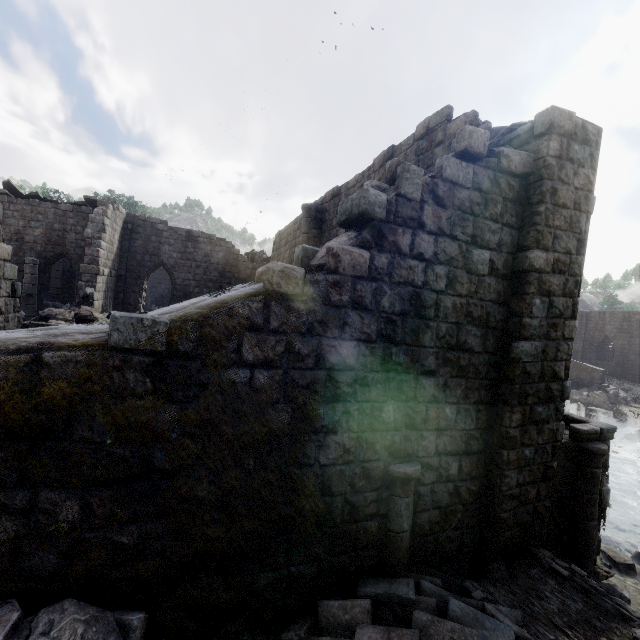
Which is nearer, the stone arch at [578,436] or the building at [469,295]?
the building at [469,295]

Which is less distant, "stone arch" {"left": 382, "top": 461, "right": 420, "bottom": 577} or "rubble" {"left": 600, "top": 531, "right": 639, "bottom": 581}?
"stone arch" {"left": 382, "top": 461, "right": 420, "bottom": 577}

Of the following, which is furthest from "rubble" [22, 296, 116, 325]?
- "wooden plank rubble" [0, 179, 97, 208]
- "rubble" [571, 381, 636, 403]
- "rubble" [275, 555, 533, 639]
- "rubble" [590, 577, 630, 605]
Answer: "rubble" [571, 381, 636, 403]

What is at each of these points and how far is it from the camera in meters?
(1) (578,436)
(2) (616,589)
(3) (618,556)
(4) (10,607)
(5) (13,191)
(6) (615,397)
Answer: (1) stone arch, 6.4
(2) rubble, 5.6
(3) rubble, 8.9
(4) rubble, 2.8
(5) wooden plank rubble, 18.0
(6) rubble, 27.2

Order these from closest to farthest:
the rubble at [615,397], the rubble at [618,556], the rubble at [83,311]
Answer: the rubble at [618,556] → the rubble at [83,311] → the rubble at [615,397]

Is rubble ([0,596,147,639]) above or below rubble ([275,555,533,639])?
above

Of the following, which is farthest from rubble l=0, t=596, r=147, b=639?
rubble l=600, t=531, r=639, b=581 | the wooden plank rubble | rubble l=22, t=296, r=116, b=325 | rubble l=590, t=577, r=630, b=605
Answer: the wooden plank rubble

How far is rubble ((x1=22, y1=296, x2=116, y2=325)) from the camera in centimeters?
1208cm
